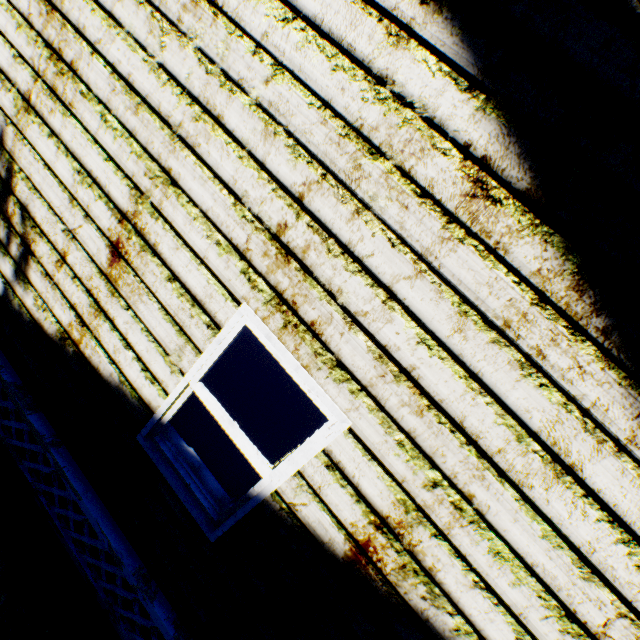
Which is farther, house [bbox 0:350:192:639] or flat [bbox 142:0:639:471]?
house [bbox 0:350:192:639]

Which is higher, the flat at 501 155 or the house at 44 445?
the flat at 501 155

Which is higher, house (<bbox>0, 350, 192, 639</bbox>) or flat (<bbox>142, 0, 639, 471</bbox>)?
flat (<bbox>142, 0, 639, 471</bbox>)

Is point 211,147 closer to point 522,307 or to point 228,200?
point 228,200

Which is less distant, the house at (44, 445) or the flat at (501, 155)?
the flat at (501, 155)
